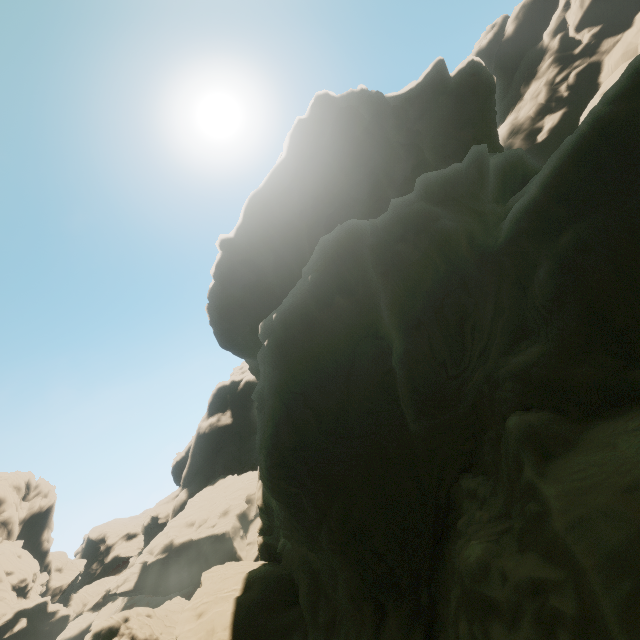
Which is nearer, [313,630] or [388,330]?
[388,330]

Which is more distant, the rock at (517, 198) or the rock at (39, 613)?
the rock at (39, 613)

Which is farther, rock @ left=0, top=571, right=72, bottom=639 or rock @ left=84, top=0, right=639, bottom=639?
rock @ left=0, top=571, right=72, bottom=639
